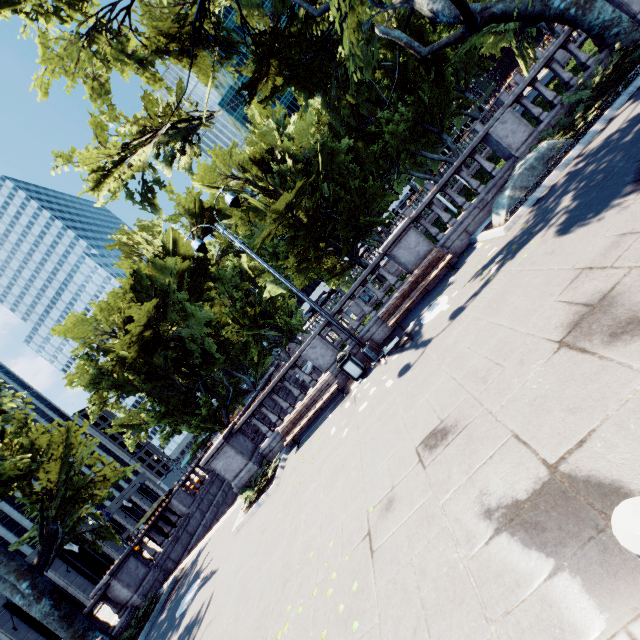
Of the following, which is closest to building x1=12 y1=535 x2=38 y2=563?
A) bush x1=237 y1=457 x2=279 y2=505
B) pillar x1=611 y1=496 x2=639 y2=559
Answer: bush x1=237 y1=457 x2=279 y2=505

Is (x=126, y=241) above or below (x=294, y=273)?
above

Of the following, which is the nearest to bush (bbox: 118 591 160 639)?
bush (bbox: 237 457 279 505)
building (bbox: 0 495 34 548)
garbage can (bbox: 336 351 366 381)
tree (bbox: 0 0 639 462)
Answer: tree (bbox: 0 0 639 462)

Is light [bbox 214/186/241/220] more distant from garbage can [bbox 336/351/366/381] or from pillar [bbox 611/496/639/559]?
pillar [bbox 611/496/639/559]

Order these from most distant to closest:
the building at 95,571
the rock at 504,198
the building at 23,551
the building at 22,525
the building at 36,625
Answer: the building at 22,525 < the building at 95,571 < the building at 23,551 < the building at 36,625 < the rock at 504,198

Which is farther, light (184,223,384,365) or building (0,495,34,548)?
building (0,495,34,548)

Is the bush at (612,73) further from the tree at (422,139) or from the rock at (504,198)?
the tree at (422,139)

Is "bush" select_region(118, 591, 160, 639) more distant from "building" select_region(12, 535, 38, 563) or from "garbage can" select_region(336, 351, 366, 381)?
"building" select_region(12, 535, 38, 563)
